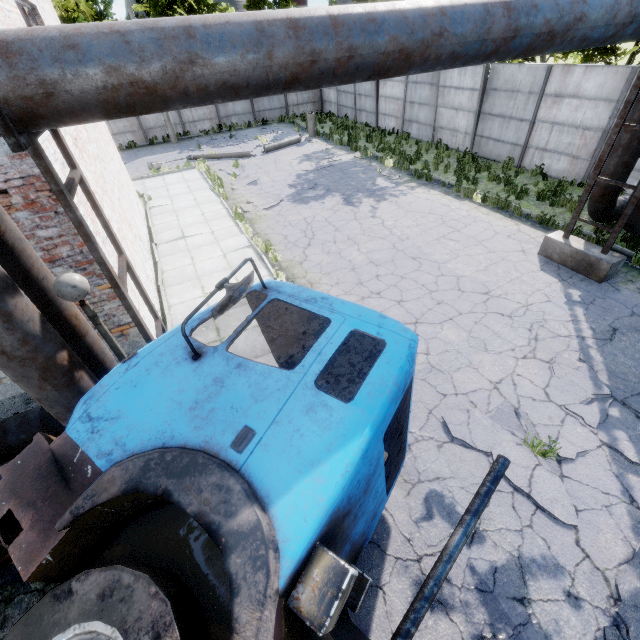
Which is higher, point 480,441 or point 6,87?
point 6,87

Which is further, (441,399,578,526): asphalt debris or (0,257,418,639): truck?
(441,399,578,526): asphalt debris

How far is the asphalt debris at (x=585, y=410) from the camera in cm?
538

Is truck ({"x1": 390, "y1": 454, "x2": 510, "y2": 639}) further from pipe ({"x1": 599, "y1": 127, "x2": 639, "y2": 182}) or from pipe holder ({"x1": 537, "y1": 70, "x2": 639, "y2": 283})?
pipe holder ({"x1": 537, "y1": 70, "x2": 639, "y2": 283})

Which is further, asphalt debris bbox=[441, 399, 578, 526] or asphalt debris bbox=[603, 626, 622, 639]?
asphalt debris bbox=[441, 399, 578, 526]

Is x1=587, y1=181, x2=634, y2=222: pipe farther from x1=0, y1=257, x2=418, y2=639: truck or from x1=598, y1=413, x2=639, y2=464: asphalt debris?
x1=598, y1=413, x2=639, y2=464: asphalt debris

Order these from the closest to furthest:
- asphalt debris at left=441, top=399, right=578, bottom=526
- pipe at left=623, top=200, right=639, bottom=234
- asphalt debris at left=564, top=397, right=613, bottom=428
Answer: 1. asphalt debris at left=441, top=399, right=578, bottom=526
2. asphalt debris at left=564, top=397, right=613, bottom=428
3. pipe at left=623, top=200, right=639, bottom=234

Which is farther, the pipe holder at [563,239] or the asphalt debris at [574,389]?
the pipe holder at [563,239]
